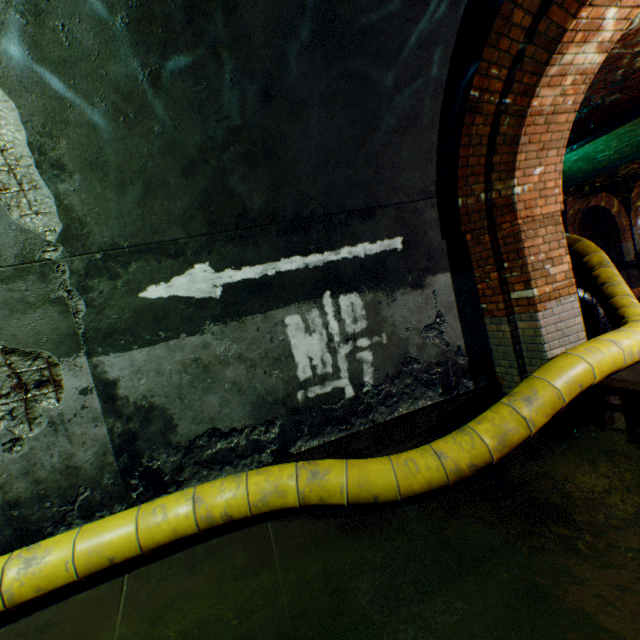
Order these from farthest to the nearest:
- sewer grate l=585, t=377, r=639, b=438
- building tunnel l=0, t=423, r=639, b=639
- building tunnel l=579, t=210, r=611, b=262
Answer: building tunnel l=579, t=210, r=611, b=262 → sewer grate l=585, t=377, r=639, b=438 → building tunnel l=0, t=423, r=639, b=639

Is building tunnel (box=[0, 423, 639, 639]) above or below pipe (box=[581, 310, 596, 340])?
below

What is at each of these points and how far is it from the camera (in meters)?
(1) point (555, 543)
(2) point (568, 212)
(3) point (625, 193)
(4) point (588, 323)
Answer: (1) building tunnel, 2.52
(2) support arch, 17.02
(3) support arch, 18.12
(4) pipe, 6.43

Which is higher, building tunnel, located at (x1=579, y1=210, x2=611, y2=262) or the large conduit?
building tunnel, located at (x1=579, y1=210, x2=611, y2=262)

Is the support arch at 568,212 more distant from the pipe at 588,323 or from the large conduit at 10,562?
the pipe at 588,323

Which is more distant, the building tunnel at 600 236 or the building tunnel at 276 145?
the building tunnel at 600 236

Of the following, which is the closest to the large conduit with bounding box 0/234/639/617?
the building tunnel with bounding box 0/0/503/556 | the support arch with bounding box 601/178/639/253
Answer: the building tunnel with bounding box 0/0/503/556

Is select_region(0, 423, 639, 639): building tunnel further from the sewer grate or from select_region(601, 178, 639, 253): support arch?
select_region(601, 178, 639, 253): support arch
